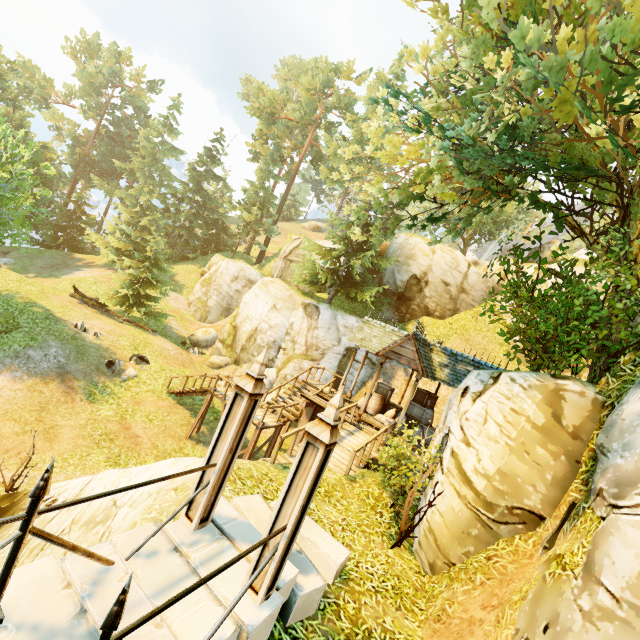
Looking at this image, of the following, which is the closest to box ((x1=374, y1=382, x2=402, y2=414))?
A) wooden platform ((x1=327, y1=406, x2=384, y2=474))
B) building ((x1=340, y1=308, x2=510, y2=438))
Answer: wooden platform ((x1=327, y1=406, x2=384, y2=474))

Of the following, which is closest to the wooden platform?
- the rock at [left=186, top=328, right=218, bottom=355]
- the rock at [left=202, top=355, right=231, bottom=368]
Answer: the rock at [left=202, top=355, right=231, bottom=368]

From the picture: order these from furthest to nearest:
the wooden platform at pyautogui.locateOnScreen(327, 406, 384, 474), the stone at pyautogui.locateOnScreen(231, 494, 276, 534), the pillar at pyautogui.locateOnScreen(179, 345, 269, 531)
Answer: the wooden platform at pyautogui.locateOnScreen(327, 406, 384, 474) < the stone at pyautogui.locateOnScreen(231, 494, 276, 534) < the pillar at pyautogui.locateOnScreen(179, 345, 269, 531)

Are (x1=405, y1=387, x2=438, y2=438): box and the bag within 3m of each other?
yes

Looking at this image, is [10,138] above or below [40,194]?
above

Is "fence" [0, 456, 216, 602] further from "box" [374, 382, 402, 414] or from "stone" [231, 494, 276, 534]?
"box" [374, 382, 402, 414]

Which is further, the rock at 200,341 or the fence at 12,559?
the rock at 200,341

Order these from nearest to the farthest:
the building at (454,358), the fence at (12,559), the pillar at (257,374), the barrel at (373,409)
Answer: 1. the fence at (12,559)
2. the pillar at (257,374)
3. the building at (454,358)
4. the barrel at (373,409)
